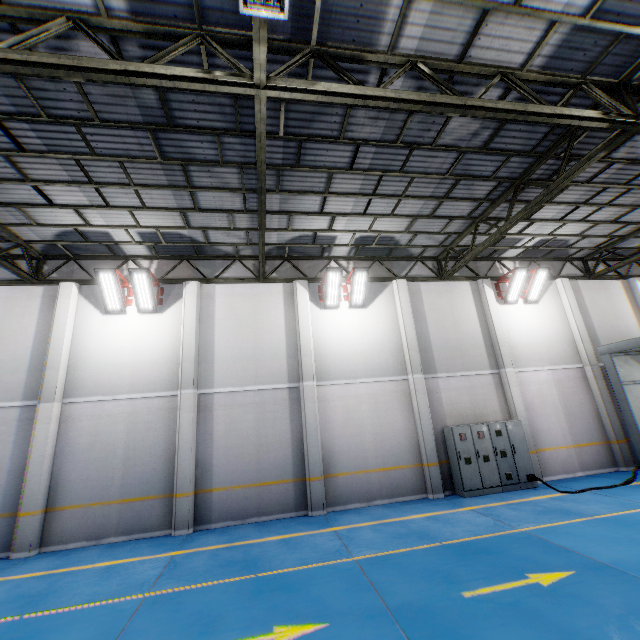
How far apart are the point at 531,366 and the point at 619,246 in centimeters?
740cm

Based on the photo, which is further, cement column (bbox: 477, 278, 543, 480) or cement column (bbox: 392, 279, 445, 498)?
cement column (bbox: 477, 278, 543, 480)

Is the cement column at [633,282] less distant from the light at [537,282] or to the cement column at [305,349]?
the light at [537,282]

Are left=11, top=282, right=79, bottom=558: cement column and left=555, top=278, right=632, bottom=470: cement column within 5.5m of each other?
no

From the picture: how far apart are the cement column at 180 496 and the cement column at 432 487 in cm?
742

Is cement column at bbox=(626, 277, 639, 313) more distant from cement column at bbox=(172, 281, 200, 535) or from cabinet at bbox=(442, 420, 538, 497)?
cement column at bbox=(172, 281, 200, 535)

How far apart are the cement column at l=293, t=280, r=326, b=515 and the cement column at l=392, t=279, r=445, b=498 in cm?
342

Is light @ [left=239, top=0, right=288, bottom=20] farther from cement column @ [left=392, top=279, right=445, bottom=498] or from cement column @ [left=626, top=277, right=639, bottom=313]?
cement column @ [left=626, top=277, right=639, bottom=313]
